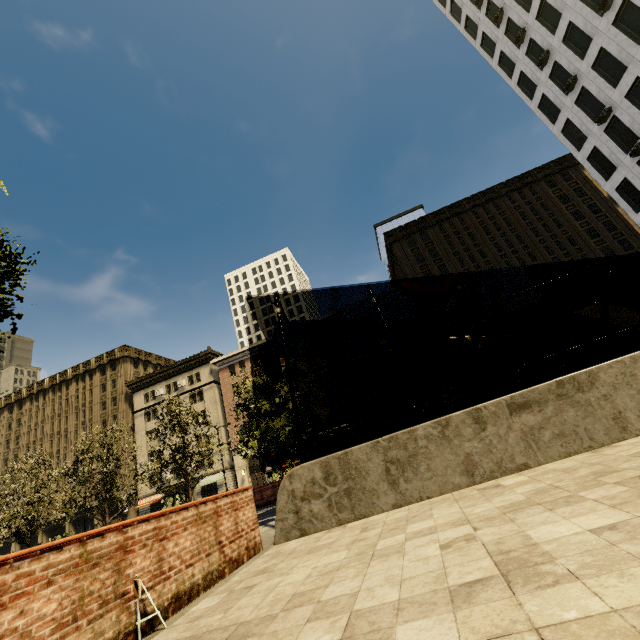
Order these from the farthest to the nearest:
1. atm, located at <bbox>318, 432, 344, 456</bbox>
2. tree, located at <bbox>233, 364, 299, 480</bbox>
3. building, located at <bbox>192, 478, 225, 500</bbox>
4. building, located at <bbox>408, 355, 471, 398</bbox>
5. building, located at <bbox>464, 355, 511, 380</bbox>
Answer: building, located at <bbox>192, 478, 225, 500</bbox> → building, located at <bbox>408, 355, 471, 398</bbox> → building, located at <bbox>464, 355, 511, 380</bbox> → atm, located at <bbox>318, 432, 344, 456</bbox> → tree, located at <bbox>233, 364, 299, 480</bbox>

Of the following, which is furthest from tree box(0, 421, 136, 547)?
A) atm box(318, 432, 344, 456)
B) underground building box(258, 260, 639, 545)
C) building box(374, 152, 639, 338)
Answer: atm box(318, 432, 344, 456)

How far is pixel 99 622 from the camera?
3.3m

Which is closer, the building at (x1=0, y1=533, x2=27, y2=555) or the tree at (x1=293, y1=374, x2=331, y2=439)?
the tree at (x1=293, y1=374, x2=331, y2=439)

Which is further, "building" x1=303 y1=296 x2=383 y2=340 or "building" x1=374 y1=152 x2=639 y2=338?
"building" x1=303 y1=296 x2=383 y2=340

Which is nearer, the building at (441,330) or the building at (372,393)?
the building at (372,393)

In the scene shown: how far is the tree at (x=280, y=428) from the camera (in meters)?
12.77

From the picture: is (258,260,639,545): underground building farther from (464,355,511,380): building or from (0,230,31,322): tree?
(464,355,511,380): building
